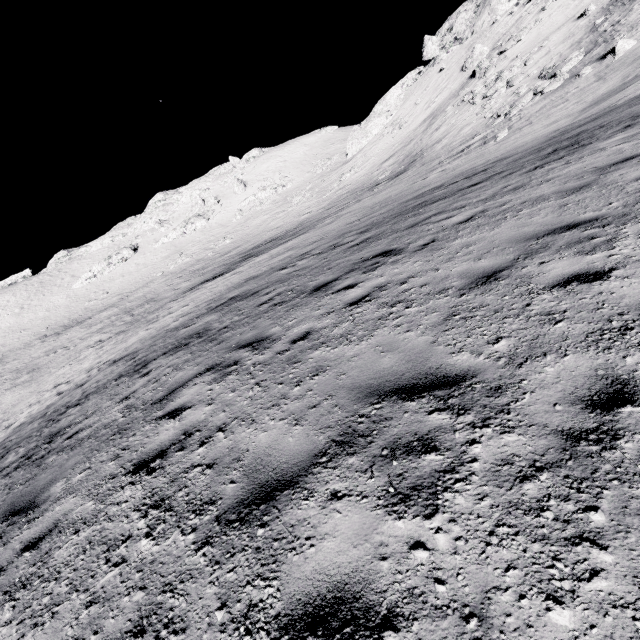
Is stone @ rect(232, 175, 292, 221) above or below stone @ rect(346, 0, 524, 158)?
below

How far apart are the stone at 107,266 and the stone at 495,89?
60.3 meters

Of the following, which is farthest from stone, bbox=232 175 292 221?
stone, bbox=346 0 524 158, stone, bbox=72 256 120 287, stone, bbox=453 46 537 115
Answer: stone, bbox=453 46 537 115

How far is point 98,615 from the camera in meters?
2.4

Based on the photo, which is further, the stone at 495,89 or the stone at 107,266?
the stone at 107,266

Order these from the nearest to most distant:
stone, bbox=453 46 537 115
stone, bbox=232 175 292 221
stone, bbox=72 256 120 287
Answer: stone, bbox=453 46 537 115
stone, bbox=232 175 292 221
stone, bbox=72 256 120 287

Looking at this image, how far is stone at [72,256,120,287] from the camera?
58.2m

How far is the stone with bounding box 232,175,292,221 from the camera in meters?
55.7 m
